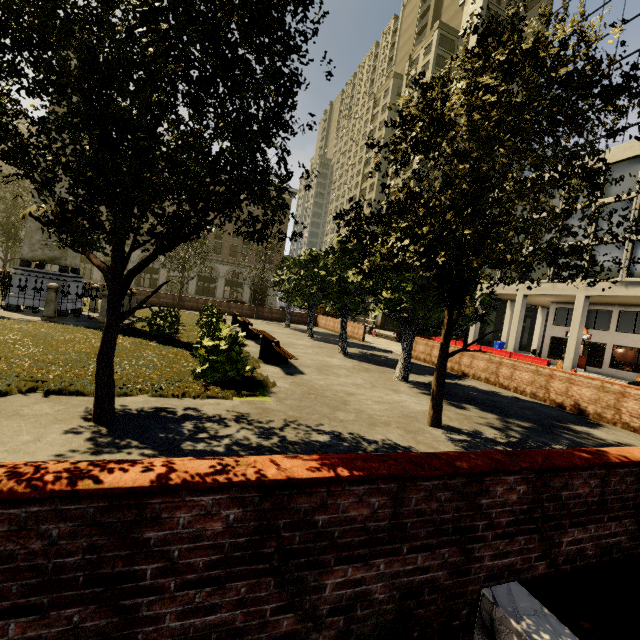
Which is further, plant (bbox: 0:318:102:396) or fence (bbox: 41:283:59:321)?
fence (bbox: 41:283:59:321)

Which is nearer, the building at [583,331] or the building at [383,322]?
the building at [583,331]

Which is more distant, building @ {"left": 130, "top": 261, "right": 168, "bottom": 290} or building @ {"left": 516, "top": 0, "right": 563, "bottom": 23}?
building @ {"left": 130, "top": 261, "right": 168, "bottom": 290}

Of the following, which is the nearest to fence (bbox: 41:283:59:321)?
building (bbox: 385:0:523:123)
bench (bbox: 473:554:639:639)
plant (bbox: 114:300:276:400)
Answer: plant (bbox: 114:300:276:400)

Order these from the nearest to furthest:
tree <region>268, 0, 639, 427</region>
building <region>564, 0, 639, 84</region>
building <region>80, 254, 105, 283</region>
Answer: tree <region>268, 0, 639, 427</region>, building <region>564, 0, 639, 84</region>, building <region>80, 254, 105, 283</region>

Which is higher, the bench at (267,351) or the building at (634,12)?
the building at (634,12)

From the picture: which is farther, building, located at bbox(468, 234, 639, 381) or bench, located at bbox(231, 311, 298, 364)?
building, located at bbox(468, 234, 639, 381)

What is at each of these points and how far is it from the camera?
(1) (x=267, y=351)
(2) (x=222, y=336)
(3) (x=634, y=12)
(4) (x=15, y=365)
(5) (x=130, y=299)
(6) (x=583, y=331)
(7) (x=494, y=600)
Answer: (1) bench, 10.5 meters
(2) plant, 7.5 meters
(3) building, 25.4 meters
(4) plant, 6.2 meters
(5) fence, 16.6 meters
(6) building, 28.1 meters
(7) bench, 1.8 meters
